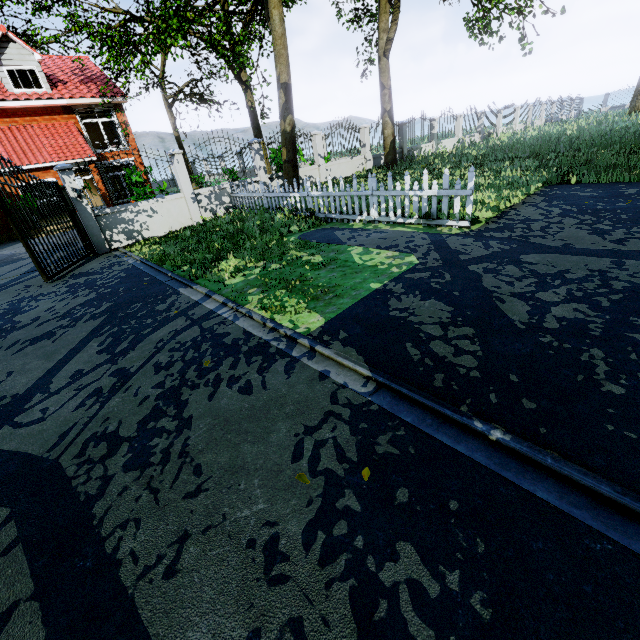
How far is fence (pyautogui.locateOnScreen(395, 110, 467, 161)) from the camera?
18.30m

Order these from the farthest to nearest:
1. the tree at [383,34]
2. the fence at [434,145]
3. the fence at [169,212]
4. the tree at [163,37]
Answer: the fence at [434,145] < the tree at [383,34] < the tree at [163,37] < the fence at [169,212]

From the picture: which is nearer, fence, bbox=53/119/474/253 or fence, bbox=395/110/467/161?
fence, bbox=53/119/474/253

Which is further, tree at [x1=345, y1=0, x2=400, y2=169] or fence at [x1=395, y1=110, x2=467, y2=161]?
fence at [x1=395, y1=110, x2=467, y2=161]

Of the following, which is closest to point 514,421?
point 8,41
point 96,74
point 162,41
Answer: point 162,41

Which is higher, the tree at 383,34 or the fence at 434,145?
the tree at 383,34

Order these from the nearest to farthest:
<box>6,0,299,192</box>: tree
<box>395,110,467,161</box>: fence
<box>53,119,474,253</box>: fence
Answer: <box>53,119,474,253</box>: fence < <box>6,0,299,192</box>: tree < <box>395,110,467,161</box>: fence
